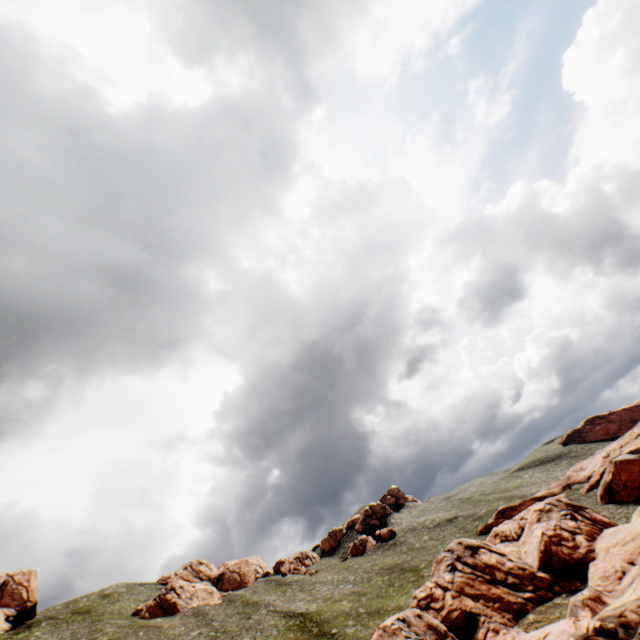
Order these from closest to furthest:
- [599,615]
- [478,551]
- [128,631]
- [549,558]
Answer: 1. [599,615]
2. [549,558]
3. [478,551]
4. [128,631]

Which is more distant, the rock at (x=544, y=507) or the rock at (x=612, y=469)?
the rock at (x=612, y=469)

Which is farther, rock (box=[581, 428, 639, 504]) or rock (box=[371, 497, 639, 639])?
rock (box=[581, 428, 639, 504])
